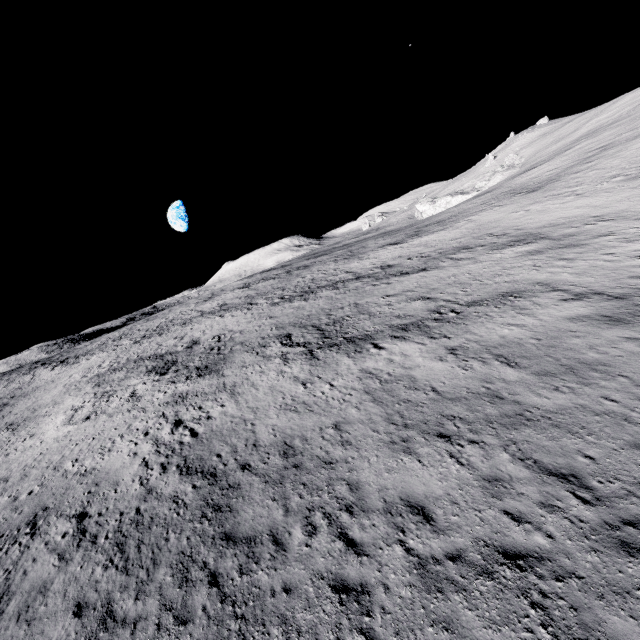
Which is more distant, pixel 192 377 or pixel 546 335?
pixel 192 377
